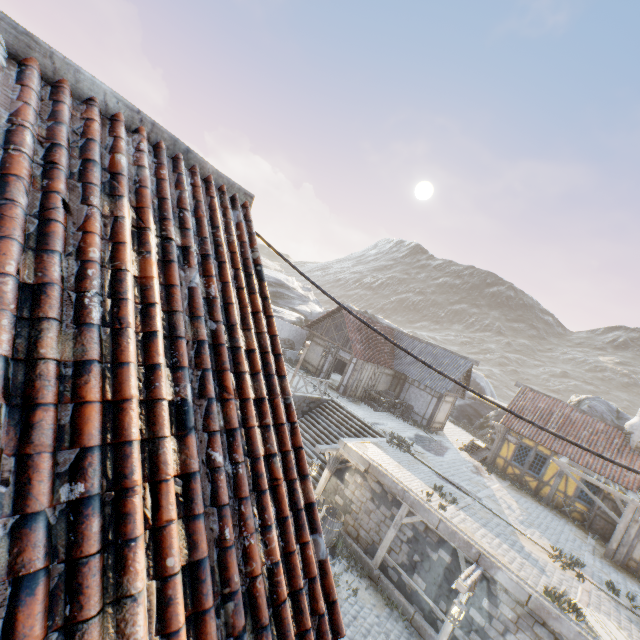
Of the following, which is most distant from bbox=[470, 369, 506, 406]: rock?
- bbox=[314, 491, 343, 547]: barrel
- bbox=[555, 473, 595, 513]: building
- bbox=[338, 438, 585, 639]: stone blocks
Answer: bbox=[314, 491, 343, 547]: barrel

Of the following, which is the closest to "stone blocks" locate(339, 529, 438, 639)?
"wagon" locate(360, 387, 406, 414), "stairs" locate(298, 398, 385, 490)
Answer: "stairs" locate(298, 398, 385, 490)

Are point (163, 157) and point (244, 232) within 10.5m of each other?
yes

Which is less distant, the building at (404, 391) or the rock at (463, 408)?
the building at (404, 391)

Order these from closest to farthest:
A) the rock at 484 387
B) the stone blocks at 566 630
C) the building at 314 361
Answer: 1. the stone blocks at 566 630
2. the building at 314 361
3. the rock at 484 387

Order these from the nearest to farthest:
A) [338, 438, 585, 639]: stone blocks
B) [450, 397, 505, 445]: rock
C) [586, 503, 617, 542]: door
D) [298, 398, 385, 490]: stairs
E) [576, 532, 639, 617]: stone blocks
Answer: [338, 438, 585, 639]: stone blocks → [576, 532, 639, 617]: stone blocks → [586, 503, 617, 542]: door → [298, 398, 385, 490]: stairs → [450, 397, 505, 445]: rock

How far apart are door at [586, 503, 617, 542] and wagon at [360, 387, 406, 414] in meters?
11.4

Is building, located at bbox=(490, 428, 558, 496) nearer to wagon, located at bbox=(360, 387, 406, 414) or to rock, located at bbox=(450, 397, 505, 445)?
rock, located at bbox=(450, 397, 505, 445)
